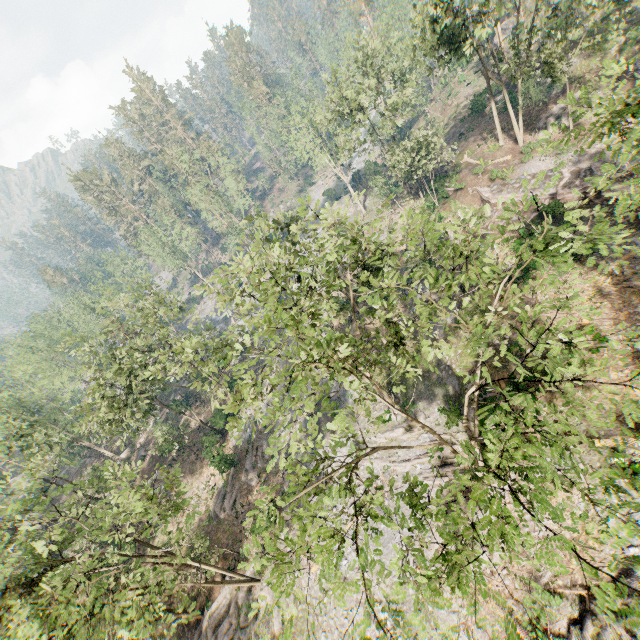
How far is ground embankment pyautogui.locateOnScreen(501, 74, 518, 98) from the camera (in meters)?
36.97

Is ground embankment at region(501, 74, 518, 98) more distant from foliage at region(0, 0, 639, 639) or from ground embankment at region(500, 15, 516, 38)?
ground embankment at region(500, 15, 516, 38)

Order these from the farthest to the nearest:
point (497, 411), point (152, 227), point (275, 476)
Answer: point (152, 227) < point (275, 476) < point (497, 411)

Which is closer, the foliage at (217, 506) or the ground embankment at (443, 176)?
the foliage at (217, 506)

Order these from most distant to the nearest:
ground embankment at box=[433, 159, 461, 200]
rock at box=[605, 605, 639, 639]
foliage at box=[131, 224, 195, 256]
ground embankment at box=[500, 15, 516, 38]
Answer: foliage at box=[131, 224, 195, 256] → ground embankment at box=[500, 15, 516, 38] → ground embankment at box=[433, 159, 461, 200] → rock at box=[605, 605, 639, 639]

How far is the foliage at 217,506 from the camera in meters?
30.8

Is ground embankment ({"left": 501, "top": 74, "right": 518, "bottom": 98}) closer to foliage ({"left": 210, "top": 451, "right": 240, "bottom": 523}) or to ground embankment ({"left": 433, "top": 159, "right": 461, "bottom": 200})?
foliage ({"left": 210, "top": 451, "right": 240, "bottom": 523})

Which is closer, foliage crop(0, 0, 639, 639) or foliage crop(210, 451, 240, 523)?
foliage crop(0, 0, 639, 639)
